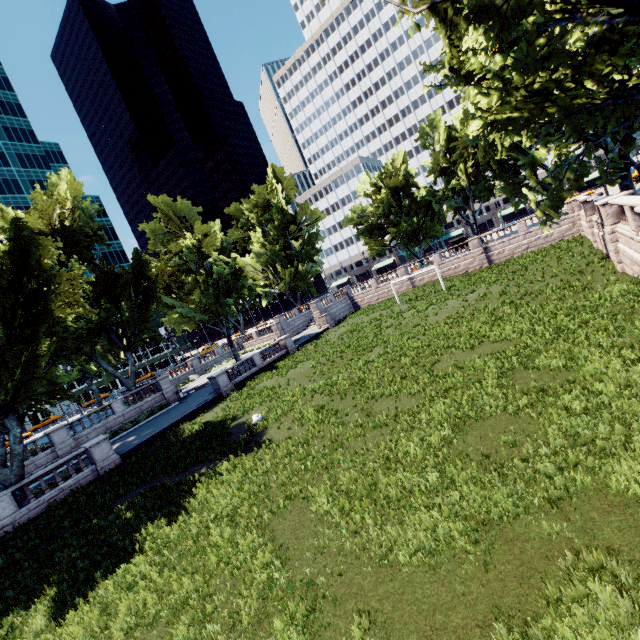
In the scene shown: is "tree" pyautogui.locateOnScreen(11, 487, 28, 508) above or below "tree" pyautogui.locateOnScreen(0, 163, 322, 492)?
below

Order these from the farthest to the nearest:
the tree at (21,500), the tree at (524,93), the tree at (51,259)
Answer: the tree at (21,500)
the tree at (51,259)
the tree at (524,93)

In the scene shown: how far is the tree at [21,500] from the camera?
19.05m

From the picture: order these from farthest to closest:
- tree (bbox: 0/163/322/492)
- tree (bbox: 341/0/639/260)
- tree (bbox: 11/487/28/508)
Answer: tree (bbox: 11/487/28/508) < tree (bbox: 0/163/322/492) < tree (bbox: 341/0/639/260)

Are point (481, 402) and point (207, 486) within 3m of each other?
no

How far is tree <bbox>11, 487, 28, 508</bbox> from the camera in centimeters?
1905cm

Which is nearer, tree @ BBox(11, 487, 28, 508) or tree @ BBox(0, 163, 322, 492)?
tree @ BBox(0, 163, 322, 492)
